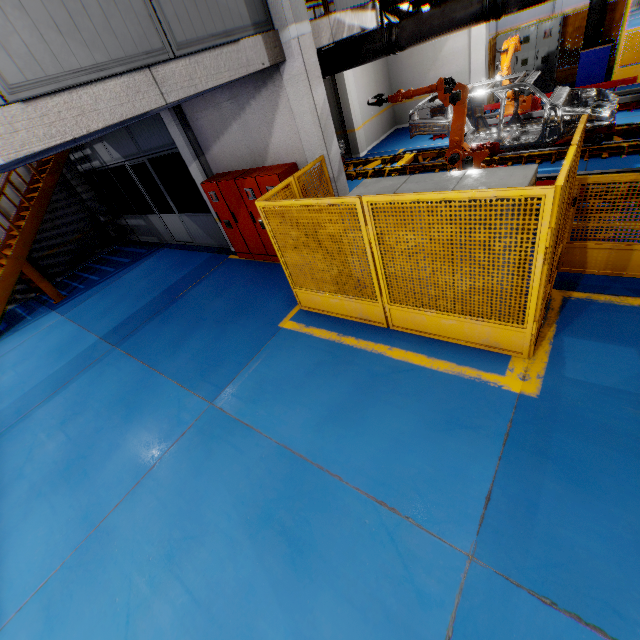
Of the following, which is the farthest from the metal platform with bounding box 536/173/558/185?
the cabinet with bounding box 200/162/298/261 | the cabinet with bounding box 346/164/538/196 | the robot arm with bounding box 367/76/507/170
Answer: the cabinet with bounding box 346/164/538/196

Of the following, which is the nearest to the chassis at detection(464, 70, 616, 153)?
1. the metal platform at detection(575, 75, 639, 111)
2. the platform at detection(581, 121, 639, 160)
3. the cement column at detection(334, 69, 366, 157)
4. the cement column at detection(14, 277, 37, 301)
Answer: the platform at detection(581, 121, 639, 160)

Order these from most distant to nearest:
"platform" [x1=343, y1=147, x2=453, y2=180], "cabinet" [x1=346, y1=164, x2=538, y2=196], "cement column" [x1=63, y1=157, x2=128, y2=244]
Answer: "cement column" [x1=63, y1=157, x2=128, y2=244]
"platform" [x1=343, y1=147, x2=453, y2=180]
"cabinet" [x1=346, y1=164, x2=538, y2=196]

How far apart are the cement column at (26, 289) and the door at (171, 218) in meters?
5.9 m

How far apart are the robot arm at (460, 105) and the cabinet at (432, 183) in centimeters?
330cm

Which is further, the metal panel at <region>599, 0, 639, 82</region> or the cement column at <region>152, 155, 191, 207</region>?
the cement column at <region>152, 155, 191, 207</region>

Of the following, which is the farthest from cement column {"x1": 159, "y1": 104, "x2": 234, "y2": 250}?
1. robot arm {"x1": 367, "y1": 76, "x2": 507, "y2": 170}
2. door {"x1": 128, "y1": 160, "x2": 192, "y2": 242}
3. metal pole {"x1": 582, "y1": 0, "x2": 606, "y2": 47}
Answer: metal pole {"x1": 582, "y1": 0, "x2": 606, "y2": 47}

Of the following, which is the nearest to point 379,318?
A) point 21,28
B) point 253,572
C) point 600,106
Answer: point 253,572
